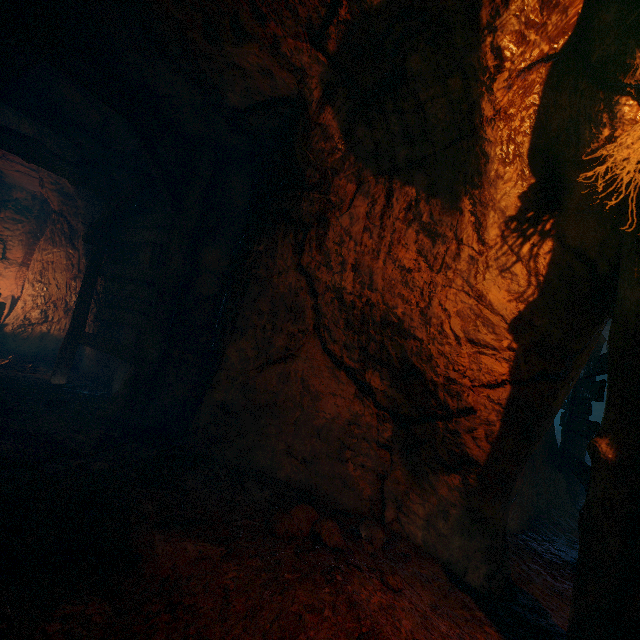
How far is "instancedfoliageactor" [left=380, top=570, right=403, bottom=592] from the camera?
2.3m

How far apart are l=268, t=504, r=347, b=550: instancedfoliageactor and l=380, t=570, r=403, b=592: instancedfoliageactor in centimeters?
35cm

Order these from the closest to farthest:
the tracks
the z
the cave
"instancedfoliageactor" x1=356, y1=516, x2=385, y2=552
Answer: the tracks
the z
"instancedfoliageactor" x1=356, y1=516, x2=385, y2=552
the cave

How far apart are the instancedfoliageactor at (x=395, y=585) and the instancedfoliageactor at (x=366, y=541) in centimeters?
33cm

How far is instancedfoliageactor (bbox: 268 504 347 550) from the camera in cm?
258

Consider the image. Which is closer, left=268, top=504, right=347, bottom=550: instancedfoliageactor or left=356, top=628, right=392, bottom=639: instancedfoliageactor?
left=356, top=628, right=392, bottom=639: instancedfoliageactor

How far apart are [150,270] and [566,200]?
5.6m

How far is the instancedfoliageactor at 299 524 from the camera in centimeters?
258cm
